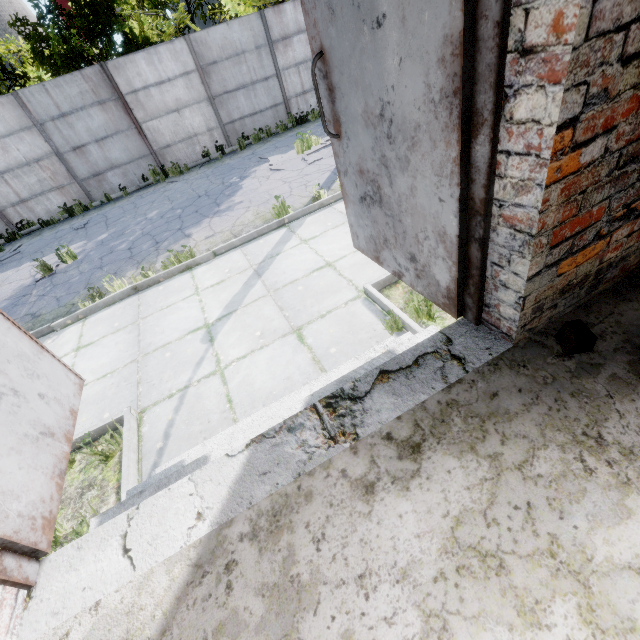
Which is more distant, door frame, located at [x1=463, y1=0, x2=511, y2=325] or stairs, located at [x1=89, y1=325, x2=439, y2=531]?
stairs, located at [x1=89, y1=325, x2=439, y2=531]

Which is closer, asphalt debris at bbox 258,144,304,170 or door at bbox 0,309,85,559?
door at bbox 0,309,85,559

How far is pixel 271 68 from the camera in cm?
1260

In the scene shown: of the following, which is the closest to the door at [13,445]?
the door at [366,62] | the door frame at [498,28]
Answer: the door frame at [498,28]

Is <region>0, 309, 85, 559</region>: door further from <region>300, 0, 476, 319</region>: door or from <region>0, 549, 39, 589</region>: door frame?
<region>300, 0, 476, 319</region>: door

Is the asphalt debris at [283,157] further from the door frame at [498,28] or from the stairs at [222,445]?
the door frame at [498,28]

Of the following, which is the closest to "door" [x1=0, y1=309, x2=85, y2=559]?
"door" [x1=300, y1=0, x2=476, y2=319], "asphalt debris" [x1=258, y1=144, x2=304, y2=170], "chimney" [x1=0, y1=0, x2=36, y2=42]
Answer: "door" [x1=300, y1=0, x2=476, y2=319]
